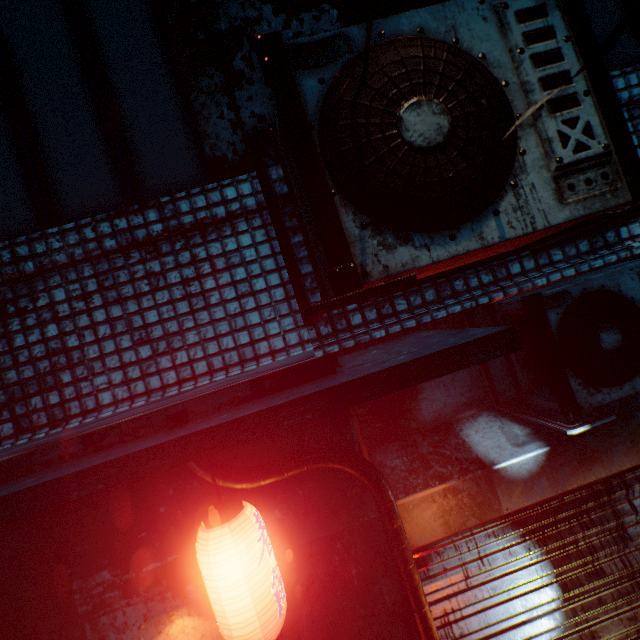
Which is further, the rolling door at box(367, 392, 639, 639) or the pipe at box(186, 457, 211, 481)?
the rolling door at box(367, 392, 639, 639)

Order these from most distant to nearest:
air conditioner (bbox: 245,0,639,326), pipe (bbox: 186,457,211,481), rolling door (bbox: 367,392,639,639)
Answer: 1. rolling door (bbox: 367,392,639,639)
2. pipe (bbox: 186,457,211,481)
3. air conditioner (bbox: 245,0,639,326)

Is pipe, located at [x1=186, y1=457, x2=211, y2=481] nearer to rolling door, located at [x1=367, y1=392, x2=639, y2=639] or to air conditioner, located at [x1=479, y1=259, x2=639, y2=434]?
rolling door, located at [x1=367, y1=392, x2=639, y2=639]

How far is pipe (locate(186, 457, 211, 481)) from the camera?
1.4m

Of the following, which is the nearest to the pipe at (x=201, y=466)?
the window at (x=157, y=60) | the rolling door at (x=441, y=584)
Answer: the rolling door at (x=441, y=584)

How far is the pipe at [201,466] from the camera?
1.4 meters

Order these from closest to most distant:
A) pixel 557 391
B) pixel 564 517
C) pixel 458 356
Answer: pixel 458 356, pixel 557 391, pixel 564 517

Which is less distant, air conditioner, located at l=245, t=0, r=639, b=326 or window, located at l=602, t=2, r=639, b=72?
air conditioner, located at l=245, t=0, r=639, b=326
